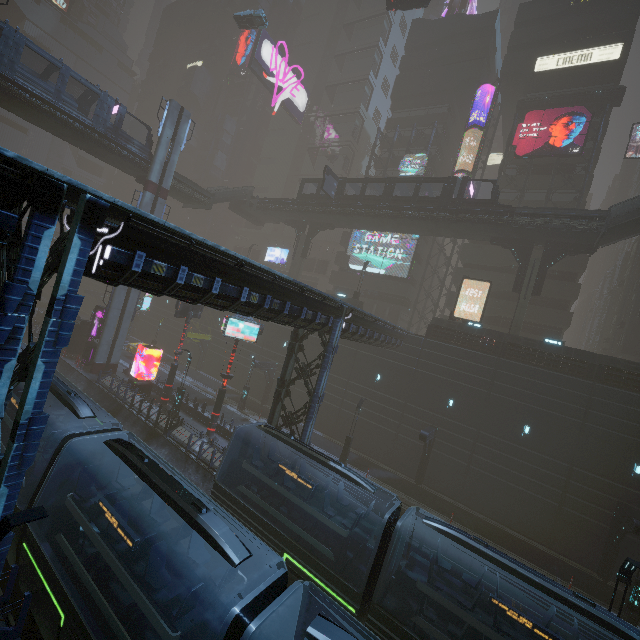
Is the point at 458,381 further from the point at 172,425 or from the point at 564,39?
the point at 564,39

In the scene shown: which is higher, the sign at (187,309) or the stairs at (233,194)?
the stairs at (233,194)

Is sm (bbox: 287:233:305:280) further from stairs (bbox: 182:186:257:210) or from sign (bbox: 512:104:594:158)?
sign (bbox: 512:104:594:158)

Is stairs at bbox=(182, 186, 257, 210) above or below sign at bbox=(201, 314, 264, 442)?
above

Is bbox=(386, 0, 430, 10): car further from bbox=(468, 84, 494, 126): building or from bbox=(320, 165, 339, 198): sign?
bbox=(320, 165, 339, 198): sign

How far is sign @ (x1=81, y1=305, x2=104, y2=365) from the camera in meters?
32.2 m

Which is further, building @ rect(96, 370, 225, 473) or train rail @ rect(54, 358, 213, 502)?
building @ rect(96, 370, 225, 473)

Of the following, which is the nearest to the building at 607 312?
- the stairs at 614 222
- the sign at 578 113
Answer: the sign at 578 113
